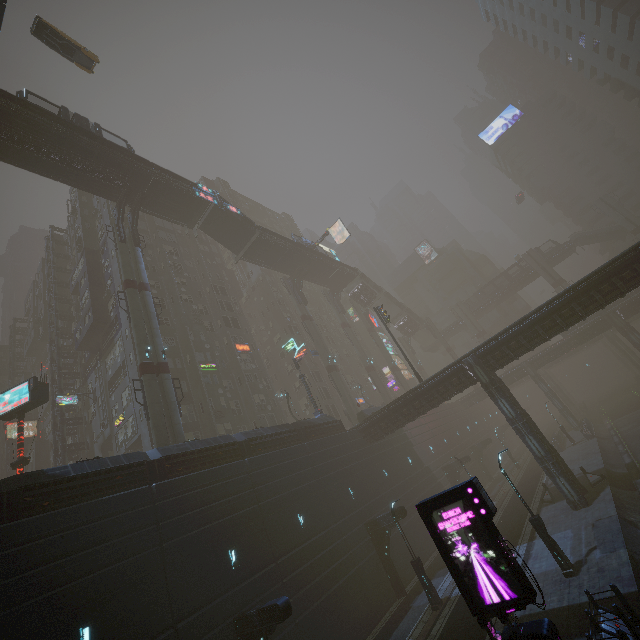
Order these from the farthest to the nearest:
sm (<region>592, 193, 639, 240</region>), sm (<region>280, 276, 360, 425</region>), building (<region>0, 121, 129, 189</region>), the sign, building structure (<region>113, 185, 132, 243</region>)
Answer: sm (<region>592, 193, 639, 240</region>) → sm (<region>280, 276, 360, 425</region>) → building structure (<region>113, 185, 132, 243</region>) → building (<region>0, 121, 129, 189</region>) → the sign

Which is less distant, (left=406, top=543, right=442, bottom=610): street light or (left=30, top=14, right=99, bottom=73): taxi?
(left=406, top=543, right=442, bottom=610): street light

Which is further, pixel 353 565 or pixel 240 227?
pixel 240 227

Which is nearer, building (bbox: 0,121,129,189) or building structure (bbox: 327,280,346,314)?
building (bbox: 0,121,129,189)

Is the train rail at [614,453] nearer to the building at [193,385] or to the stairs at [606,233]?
the building at [193,385]

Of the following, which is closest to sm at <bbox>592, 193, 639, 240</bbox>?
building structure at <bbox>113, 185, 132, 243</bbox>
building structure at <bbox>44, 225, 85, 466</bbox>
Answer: building structure at <bbox>113, 185, 132, 243</bbox>

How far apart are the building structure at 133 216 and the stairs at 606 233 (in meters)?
71.94

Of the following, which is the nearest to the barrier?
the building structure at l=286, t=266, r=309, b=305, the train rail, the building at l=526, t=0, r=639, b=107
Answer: the train rail
